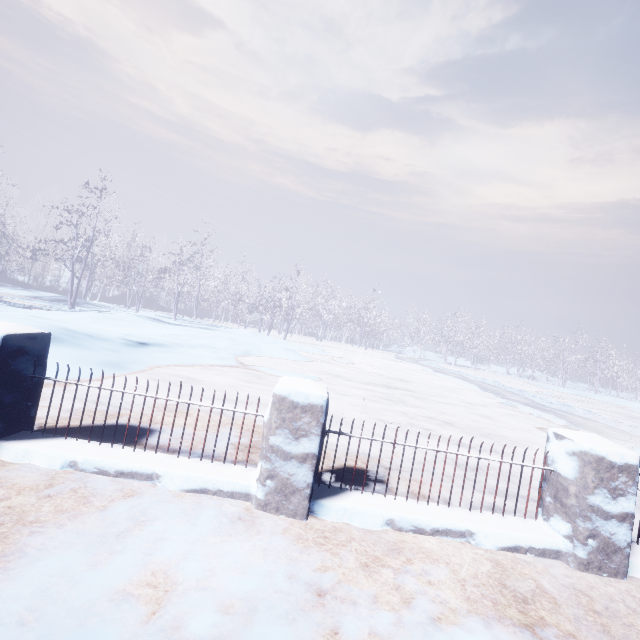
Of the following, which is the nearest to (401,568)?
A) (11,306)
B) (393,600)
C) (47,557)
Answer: (393,600)
